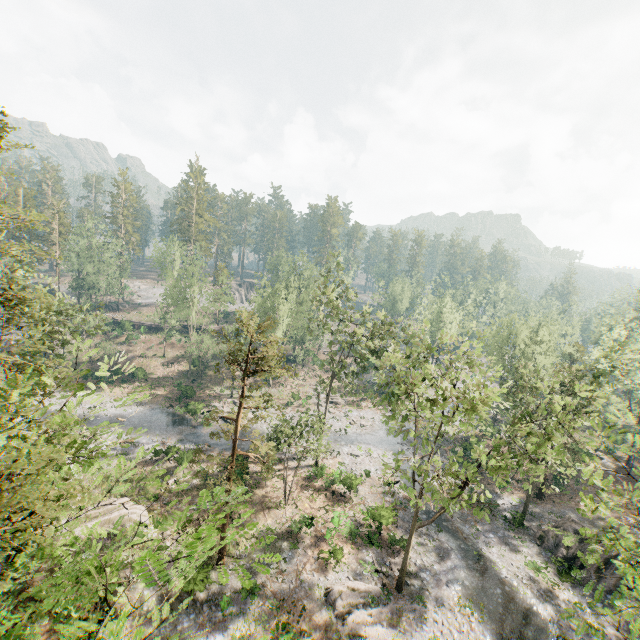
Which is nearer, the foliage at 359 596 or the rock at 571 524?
the foliage at 359 596

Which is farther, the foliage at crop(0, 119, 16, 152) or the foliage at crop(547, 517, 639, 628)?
the foliage at crop(0, 119, 16, 152)

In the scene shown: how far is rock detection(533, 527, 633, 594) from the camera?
24.77m

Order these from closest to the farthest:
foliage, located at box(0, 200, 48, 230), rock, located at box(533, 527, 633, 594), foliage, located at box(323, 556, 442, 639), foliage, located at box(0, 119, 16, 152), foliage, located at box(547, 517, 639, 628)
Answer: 1. foliage, located at box(547, 517, 639, 628)
2. foliage, located at box(0, 200, 48, 230)
3. foliage, located at box(0, 119, 16, 152)
4. foliage, located at box(323, 556, 442, 639)
5. rock, located at box(533, 527, 633, 594)

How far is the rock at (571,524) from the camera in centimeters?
2883cm

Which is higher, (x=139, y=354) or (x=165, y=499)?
(x=139, y=354)
